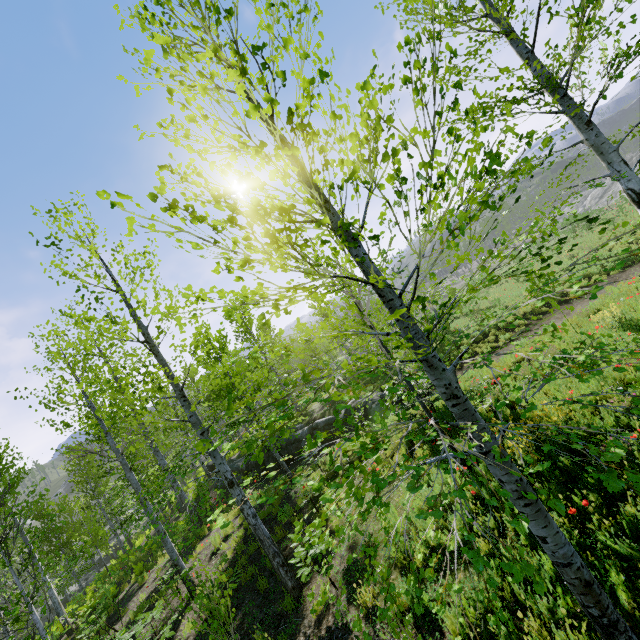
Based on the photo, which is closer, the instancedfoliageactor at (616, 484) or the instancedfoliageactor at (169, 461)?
the instancedfoliageactor at (616, 484)

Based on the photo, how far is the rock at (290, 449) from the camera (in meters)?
17.28

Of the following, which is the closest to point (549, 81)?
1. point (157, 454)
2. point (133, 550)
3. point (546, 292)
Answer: point (546, 292)

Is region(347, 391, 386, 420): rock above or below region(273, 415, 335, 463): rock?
below

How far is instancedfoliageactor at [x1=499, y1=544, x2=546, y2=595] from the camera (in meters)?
1.23

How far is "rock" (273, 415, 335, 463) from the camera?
17.3m

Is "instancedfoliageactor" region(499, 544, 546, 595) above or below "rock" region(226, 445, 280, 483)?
above
